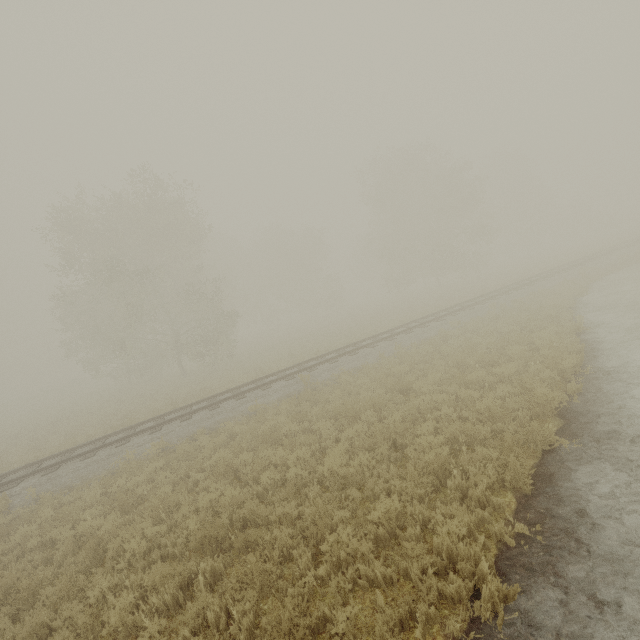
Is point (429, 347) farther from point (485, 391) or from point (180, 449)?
point (180, 449)
